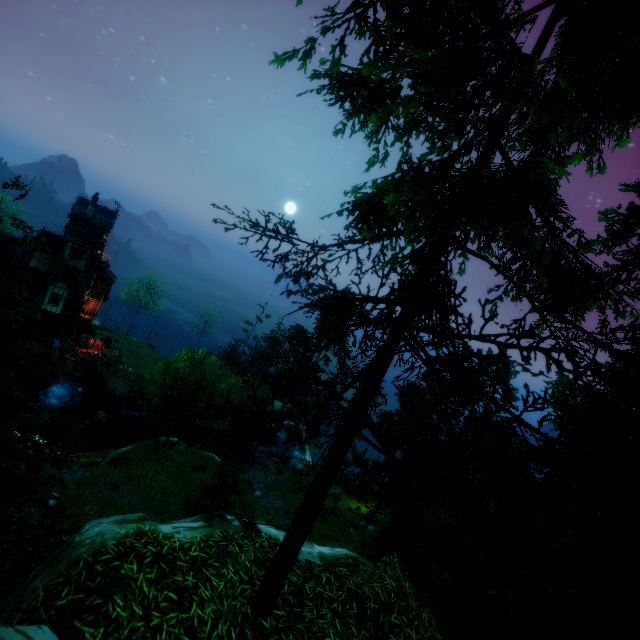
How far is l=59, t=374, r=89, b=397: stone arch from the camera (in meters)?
40.12

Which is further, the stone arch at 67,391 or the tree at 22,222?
the stone arch at 67,391

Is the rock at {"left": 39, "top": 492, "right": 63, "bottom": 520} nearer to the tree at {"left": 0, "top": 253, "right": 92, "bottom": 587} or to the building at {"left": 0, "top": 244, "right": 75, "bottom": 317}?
the tree at {"left": 0, "top": 253, "right": 92, "bottom": 587}

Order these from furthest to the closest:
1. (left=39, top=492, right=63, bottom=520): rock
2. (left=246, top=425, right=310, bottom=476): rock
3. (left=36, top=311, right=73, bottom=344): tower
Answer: (left=246, top=425, right=310, bottom=476): rock
(left=36, top=311, right=73, bottom=344): tower
(left=39, top=492, right=63, bottom=520): rock

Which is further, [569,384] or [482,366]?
[569,384]

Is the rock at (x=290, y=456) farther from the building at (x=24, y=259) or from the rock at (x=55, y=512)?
the rock at (x=55, y=512)

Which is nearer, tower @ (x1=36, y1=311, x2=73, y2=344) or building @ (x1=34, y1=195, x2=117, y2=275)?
building @ (x1=34, y1=195, x2=117, y2=275)

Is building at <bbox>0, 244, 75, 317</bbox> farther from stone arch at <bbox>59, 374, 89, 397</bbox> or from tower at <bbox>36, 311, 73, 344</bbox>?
stone arch at <bbox>59, 374, 89, 397</bbox>
